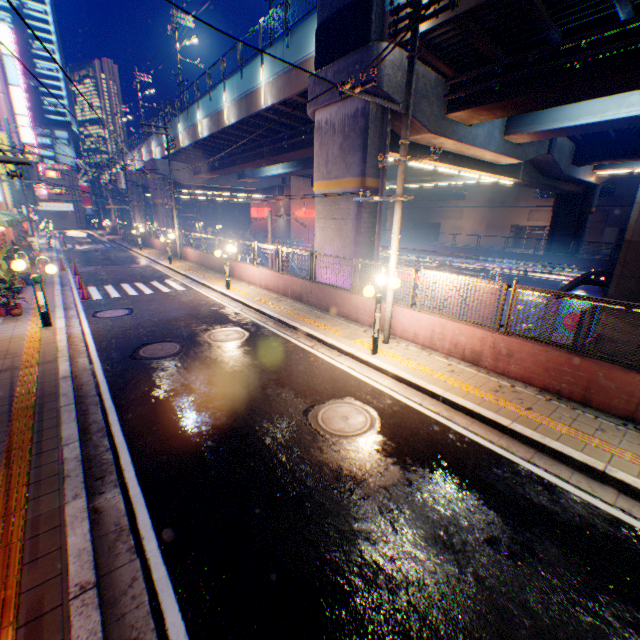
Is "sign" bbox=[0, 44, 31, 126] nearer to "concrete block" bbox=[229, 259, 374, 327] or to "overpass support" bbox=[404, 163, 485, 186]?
"overpass support" bbox=[404, 163, 485, 186]

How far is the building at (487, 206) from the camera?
44.2 meters

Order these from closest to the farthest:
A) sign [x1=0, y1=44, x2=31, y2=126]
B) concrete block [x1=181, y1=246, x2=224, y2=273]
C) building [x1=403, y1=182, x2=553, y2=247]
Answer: concrete block [x1=181, y1=246, x2=224, y2=273]
sign [x1=0, y1=44, x2=31, y2=126]
building [x1=403, y1=182, x2=553, y2=247]

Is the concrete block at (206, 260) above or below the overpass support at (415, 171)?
below

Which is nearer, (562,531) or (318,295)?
(562,531)

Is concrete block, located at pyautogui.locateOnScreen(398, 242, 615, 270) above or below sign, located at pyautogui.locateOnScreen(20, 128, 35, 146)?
below

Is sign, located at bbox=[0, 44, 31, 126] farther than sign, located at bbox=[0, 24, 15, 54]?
Yes

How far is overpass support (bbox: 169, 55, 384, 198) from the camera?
12.33m
